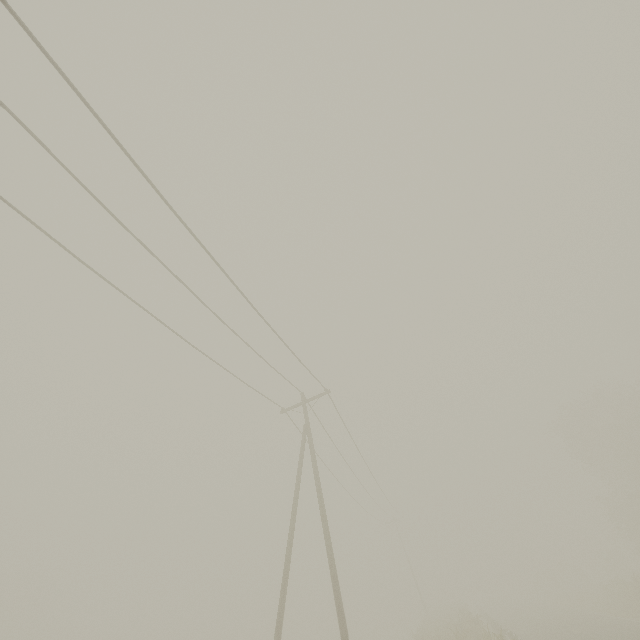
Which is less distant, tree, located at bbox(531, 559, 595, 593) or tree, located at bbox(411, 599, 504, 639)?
tree, located at bbox(411, 599, 504, 639)

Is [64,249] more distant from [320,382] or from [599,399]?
[599,399]

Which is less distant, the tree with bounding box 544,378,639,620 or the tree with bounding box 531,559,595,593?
the tree with bounding box 544,378,639,620

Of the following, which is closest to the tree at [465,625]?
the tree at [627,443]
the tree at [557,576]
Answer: the tree at [557,576]

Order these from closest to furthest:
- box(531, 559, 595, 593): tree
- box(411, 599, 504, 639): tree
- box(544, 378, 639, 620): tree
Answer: box(411, 599, 504, 639): tree < box(544, 378, 639, 620): tree < box(531, 559, 595, 593): tree

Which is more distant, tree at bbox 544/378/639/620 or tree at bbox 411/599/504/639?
tree at bbox 544/378/639/620

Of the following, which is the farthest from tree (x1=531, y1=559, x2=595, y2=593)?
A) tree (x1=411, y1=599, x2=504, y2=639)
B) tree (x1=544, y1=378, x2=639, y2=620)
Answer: tree (x1=411, y1=599, x2=504, y2=639)
